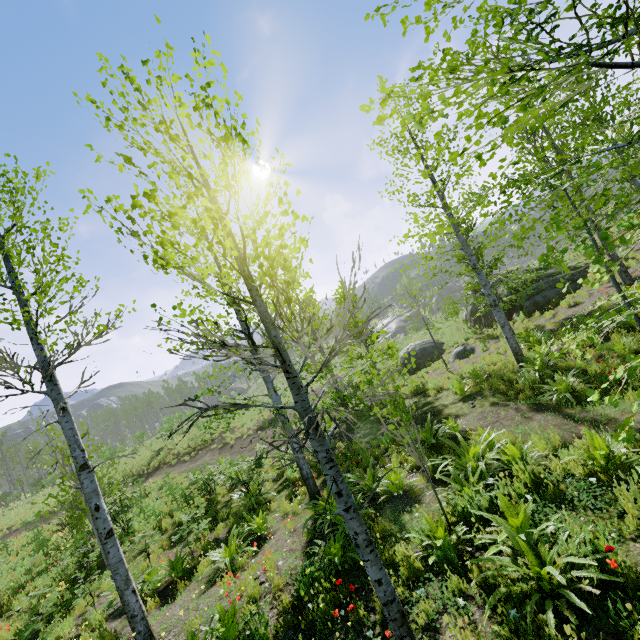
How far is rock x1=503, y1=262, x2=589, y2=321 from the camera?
16.30m

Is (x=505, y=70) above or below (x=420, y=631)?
above

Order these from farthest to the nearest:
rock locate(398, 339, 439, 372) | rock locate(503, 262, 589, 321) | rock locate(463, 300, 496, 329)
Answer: rock locate(398, 339, 439, 372) < rock locate(463, 300, 496, 329) < rock locate(503, 262, 589, 321)

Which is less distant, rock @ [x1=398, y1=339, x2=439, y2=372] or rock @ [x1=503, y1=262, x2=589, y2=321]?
rock @ [x1=503, y1=262, x2=589, y2=321]

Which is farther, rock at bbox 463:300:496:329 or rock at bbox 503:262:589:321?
rock at bbox 463:300:496:329

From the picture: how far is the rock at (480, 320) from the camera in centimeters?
1939cm
